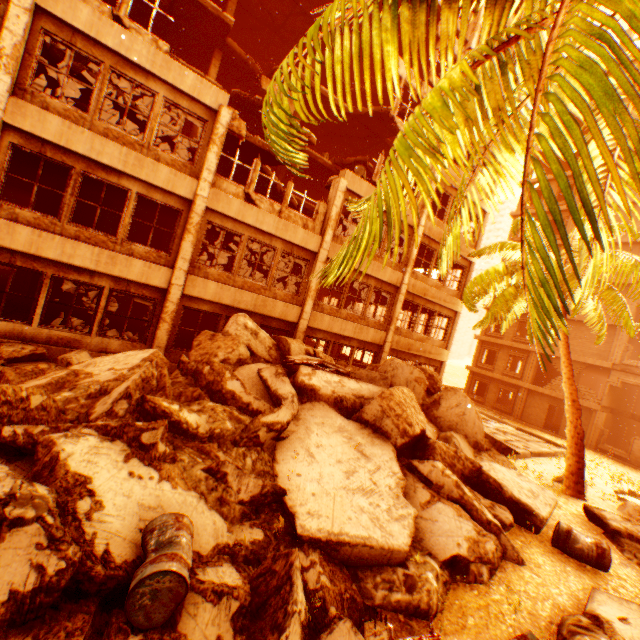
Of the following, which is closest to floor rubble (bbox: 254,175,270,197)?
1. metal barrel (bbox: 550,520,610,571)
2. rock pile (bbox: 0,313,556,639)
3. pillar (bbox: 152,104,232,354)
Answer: pillar (bbox: 152,104,232,354)

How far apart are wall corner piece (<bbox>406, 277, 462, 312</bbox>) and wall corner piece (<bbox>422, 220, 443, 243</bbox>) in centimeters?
224cm

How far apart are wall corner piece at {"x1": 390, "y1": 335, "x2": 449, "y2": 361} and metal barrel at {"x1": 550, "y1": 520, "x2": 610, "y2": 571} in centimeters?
978cm

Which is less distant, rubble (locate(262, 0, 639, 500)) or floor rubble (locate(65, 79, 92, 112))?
rubble (locate(262, 0, 639, 500))

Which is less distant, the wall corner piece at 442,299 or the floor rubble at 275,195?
the floor rubble at 275,195

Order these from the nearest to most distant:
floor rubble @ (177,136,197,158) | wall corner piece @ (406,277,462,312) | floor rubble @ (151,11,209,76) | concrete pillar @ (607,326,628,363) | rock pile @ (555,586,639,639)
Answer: rock pile @ (555,586,639,639), floor rubble @ (177,136,197,158), floor rubble @ (151,11,209,76), wall corner piece @ (406,277,462,312), concrete pillar @ (607,326,628,363)

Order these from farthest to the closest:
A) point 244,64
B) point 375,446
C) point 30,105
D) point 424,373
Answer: point 244,64
point 424,373
point 30,105
point 375,446

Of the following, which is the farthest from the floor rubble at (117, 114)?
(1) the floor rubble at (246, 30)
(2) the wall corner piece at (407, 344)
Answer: (2) the wall corner piece at (407, 344)
